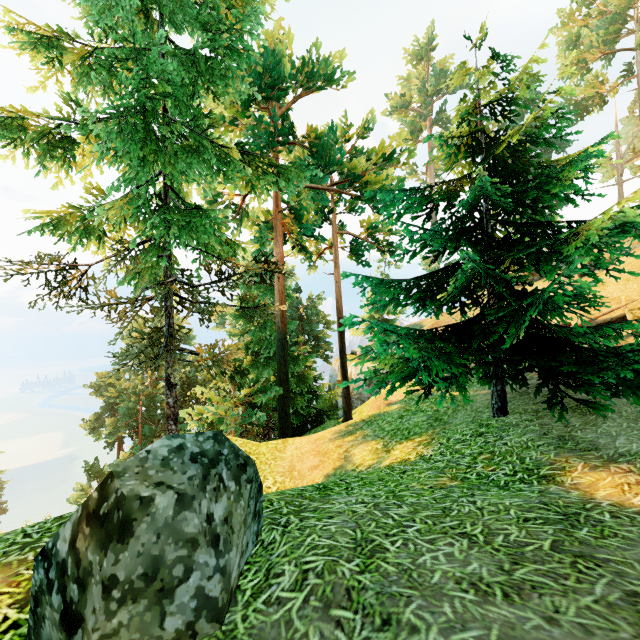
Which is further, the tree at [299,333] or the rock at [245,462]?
the tree at [299,333]

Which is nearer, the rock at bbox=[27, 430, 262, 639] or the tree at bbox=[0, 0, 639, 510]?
the rock at bbox=[27, 430, 262, 639]

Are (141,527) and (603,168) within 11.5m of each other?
no
